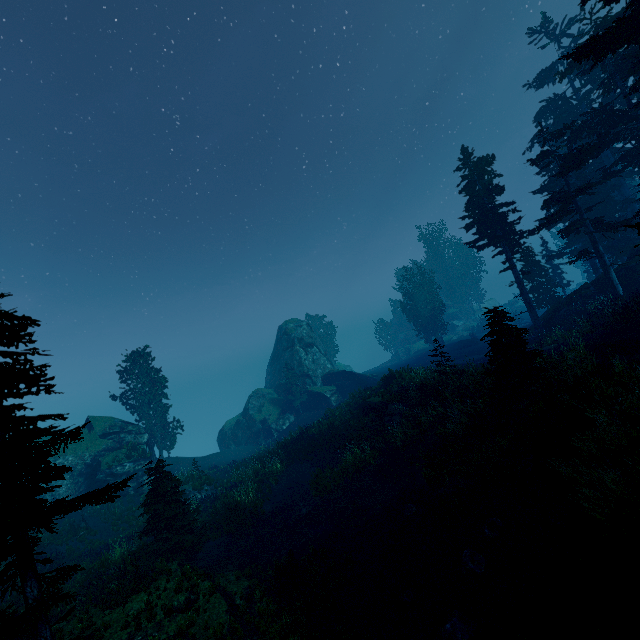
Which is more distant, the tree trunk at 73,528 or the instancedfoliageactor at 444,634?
the tree trunk at 73,528

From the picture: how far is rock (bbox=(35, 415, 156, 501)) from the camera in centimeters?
2575cm

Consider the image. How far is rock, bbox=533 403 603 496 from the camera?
8.5 meters

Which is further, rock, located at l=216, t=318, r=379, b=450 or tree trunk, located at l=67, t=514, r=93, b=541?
rock, located at l=216, t=318, r=379, b=450

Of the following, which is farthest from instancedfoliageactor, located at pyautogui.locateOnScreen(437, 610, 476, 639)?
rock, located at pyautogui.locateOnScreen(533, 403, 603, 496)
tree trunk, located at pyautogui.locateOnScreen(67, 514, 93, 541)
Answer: tree trunk, located at pyautogui.locateOnScreen(67, 514, 93, 541)

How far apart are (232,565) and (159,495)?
4.52m

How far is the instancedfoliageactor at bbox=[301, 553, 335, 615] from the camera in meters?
9.9 m

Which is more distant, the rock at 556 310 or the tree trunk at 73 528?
the rock at 556 310
